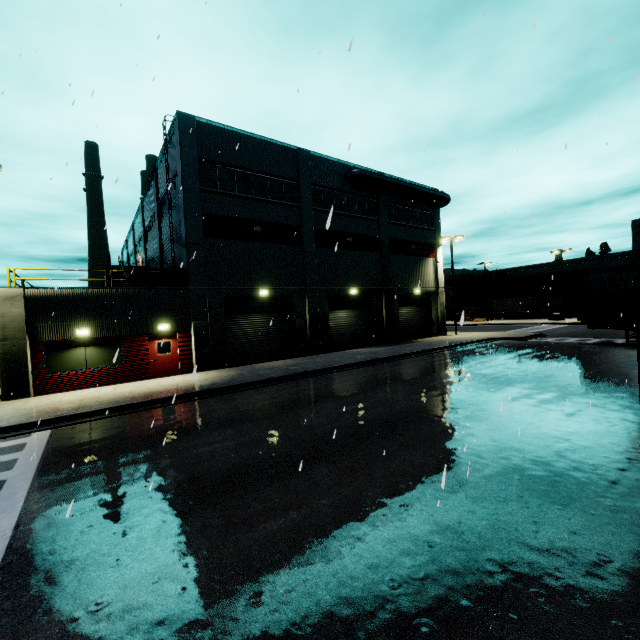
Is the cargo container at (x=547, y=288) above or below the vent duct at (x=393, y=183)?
below

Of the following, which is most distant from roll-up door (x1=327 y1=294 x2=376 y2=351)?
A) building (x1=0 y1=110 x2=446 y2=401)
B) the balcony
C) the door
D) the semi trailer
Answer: the balcony

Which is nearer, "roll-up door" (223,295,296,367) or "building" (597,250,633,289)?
"roll-up door" (223,295,296,367)

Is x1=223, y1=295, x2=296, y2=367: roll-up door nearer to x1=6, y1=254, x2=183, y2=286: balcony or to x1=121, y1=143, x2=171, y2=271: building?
x1=121, y1=143, x2=171, y2=271: building

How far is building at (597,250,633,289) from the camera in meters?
56.6 m

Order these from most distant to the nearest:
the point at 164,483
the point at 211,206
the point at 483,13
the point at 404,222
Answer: the point at 404,222, the point at 211,206, the point at 164,483, the point at 483,13

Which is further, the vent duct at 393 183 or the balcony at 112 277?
the vent duct at 393 183

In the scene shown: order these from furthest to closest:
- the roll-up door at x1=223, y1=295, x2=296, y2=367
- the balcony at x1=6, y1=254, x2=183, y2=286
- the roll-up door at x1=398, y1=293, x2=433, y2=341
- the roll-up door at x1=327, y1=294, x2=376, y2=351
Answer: the roll-up door at x1=398, y1=293, x2=433, y2=341 → the roll-up door at x1=327, y1=294, x2=376, y2=351 → the roll-up door at x1=223, y1=295, x2=296, y2=367 → the balcony at x1=6, y1=254, x2=183, y2=286
